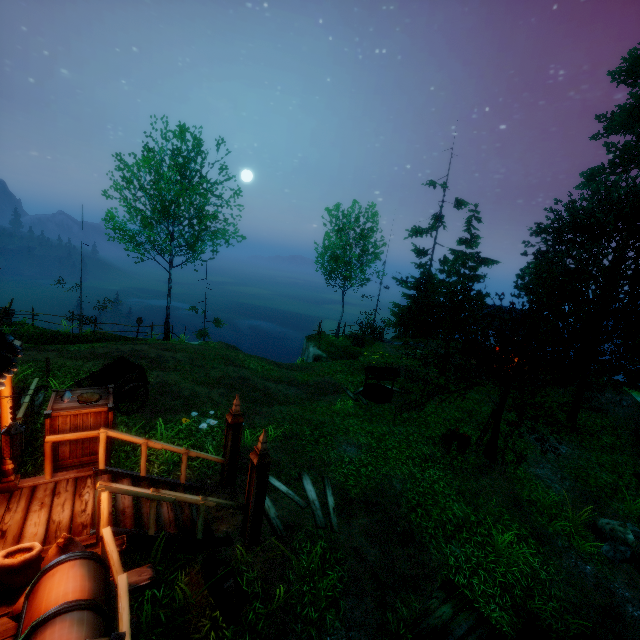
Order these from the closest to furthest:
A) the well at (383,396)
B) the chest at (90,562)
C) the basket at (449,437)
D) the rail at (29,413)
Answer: the chest at (90,562) → the rail at (29,413) → the basket at (449,437) → the well at (383,396)

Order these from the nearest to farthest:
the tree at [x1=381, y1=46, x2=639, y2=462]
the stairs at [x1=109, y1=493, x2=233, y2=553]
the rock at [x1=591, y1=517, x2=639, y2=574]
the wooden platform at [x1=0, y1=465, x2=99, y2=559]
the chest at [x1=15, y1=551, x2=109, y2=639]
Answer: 1. the chest at [x1=15, y1=551, x2=109, y2=639]
2. the wooden platform at [x1=0, y1=465, x2=99, y2=559]
3. the stairs at [x1=109, y1=493, x2=233, y2=553]
4. the rock at [x1=591, y1=517, x2=639, y2=574]
5. the tree at [x1=381, y1=46, x2=639, y2=462]

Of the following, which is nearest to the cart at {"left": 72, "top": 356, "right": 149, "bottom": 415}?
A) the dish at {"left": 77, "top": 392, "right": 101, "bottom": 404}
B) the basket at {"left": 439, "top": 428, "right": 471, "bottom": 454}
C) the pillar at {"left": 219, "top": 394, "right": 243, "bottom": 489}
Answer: the dish at {"left": 77, "top": 392, "right": 101, "bottom": 404}

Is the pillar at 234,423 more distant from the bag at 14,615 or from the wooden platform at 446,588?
the wooden platform at 446,588

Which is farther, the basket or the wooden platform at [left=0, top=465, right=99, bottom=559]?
the basket

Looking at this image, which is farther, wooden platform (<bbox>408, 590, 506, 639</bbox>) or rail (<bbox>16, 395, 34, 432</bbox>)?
rail (<bbox>16, 395, 34, 432</bbox>)

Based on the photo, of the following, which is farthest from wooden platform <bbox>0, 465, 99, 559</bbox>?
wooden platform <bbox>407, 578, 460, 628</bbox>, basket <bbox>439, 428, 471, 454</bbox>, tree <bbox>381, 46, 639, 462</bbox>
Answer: basket <bbox>439, 428, 471, 454</bbox>

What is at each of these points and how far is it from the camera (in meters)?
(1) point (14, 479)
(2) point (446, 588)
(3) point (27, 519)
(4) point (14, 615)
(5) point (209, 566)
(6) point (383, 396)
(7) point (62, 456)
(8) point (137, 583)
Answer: (1) building, 5.63
(2) wooden platform, 7.43
(3) wooden platform, 5.12
(4) bag, 3.64
(5) barrel, 5.83
(6) well, 16.06
(7) box, 6.14
(8) wooden platform, 4.51
